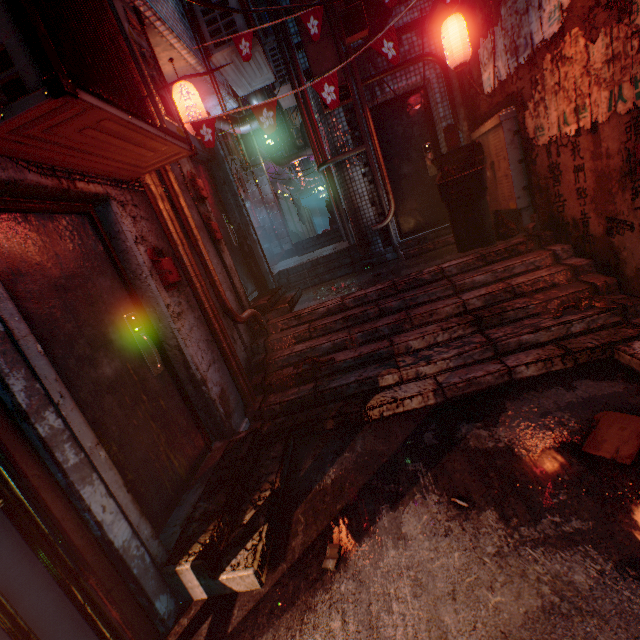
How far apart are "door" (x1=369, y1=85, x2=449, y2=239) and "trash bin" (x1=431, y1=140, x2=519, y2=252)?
1.0 meters

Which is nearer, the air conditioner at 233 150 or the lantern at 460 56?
the lantern at 460 56

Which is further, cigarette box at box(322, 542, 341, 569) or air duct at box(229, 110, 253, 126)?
air duct at box(229, 110, 253, 126)

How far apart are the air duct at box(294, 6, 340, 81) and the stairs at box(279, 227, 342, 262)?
4.70m

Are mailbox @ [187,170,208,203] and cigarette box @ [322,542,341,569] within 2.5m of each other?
no

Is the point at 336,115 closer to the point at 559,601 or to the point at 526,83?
the point at 526,83

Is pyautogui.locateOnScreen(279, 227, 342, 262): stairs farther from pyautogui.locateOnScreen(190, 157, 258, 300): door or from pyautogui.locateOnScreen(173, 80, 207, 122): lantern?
pyautogui.locateOnScreen(173, 80, 207, 122): lantern

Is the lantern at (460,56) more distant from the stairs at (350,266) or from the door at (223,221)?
the door at (223,221)
